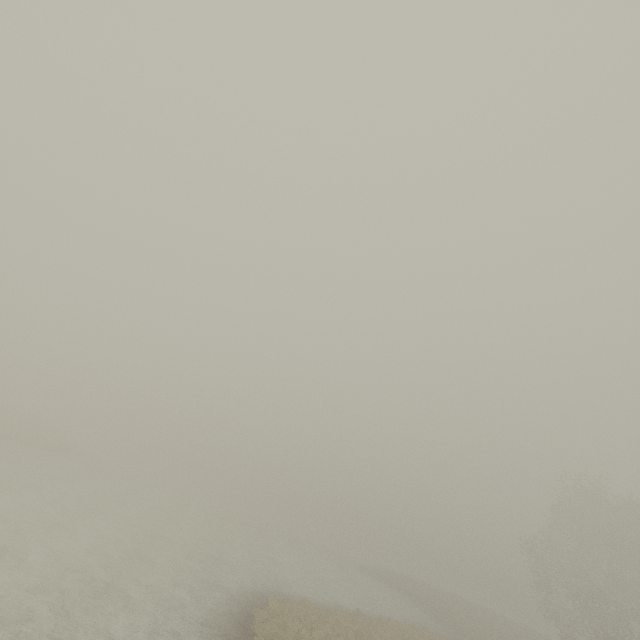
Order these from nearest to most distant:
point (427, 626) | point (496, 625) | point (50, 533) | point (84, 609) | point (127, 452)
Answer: point (84, 609) < point (50, 533) < point (427, 626) < point (496, 625) < point (127, 452)
